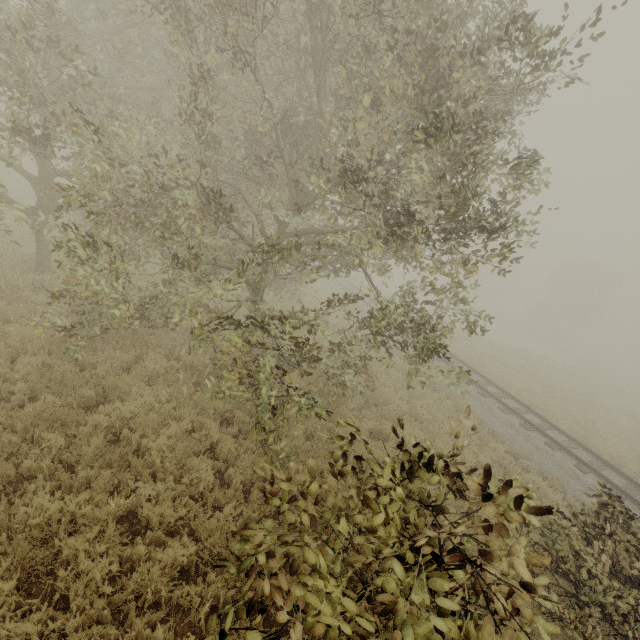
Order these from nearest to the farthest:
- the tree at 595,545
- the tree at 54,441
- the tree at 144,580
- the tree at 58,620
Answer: the tree at 595,545 < the tree at 58,620 < the tree at 144,580 < the tree at 54,441

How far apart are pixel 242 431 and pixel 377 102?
10.5m

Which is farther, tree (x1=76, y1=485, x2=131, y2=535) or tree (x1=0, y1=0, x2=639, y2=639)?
tree (x1=76, y1=485, x2=131, y2=535)

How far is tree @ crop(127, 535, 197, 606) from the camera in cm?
411

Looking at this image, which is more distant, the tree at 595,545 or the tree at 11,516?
the tree at 11,516
